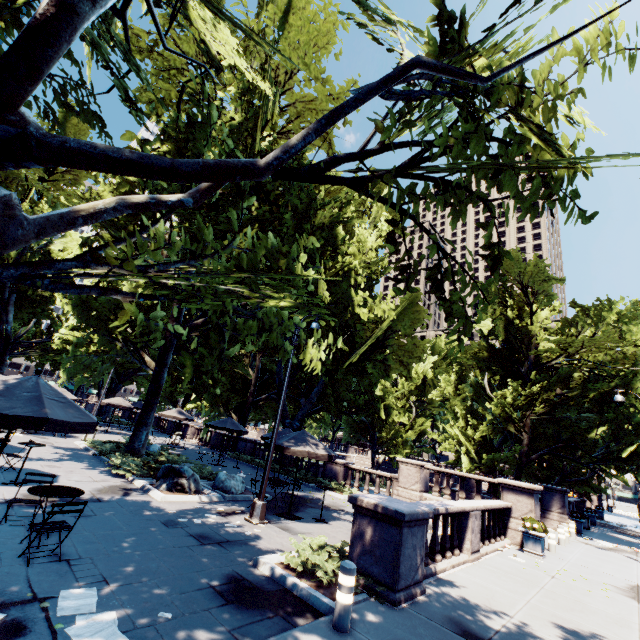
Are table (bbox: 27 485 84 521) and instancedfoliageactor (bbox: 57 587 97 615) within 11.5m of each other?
yes

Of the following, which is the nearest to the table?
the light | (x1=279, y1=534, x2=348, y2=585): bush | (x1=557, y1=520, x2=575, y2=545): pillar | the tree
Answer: the tree

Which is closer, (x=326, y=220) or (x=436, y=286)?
(x=436, y=286)

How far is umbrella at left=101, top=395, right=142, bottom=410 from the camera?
26.8m

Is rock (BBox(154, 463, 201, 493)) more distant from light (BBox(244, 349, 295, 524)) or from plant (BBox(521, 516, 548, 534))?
plant (BBox(521, 516, 548, 534))

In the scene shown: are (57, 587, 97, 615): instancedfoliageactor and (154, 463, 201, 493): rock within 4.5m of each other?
no

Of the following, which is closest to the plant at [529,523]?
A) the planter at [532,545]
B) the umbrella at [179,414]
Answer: the planter at [532,545]

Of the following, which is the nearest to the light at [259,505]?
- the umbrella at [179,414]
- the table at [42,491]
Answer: the table at [42,491]
